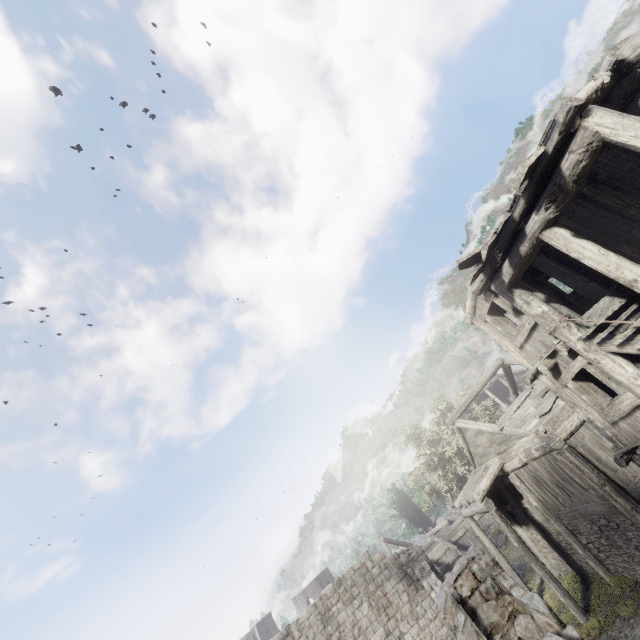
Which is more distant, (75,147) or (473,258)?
(75,147)
